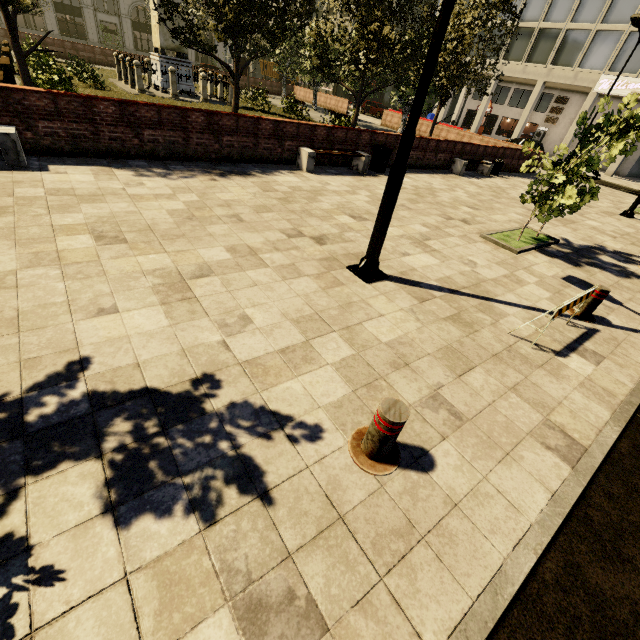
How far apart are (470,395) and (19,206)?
7.02m

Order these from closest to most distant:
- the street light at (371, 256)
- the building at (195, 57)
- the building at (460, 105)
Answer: the street light at (371, 256) < the building at (460, 105) < the building at (195, 57)

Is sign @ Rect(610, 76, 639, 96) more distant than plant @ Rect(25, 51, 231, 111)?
Yes

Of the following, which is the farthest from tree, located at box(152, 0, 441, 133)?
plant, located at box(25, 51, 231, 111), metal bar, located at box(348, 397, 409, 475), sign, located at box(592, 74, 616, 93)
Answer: sign, located at box(592, 74, 616, 93)

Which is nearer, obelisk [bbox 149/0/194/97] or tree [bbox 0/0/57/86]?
tree [bbox 0/0/57/86]

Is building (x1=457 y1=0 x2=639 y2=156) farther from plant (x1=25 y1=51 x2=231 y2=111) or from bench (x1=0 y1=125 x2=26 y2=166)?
plant (x1=25 y1=51 x2=231 y2=111)

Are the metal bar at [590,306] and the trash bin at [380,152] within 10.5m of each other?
yes

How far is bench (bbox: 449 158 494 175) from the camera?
14.65m
